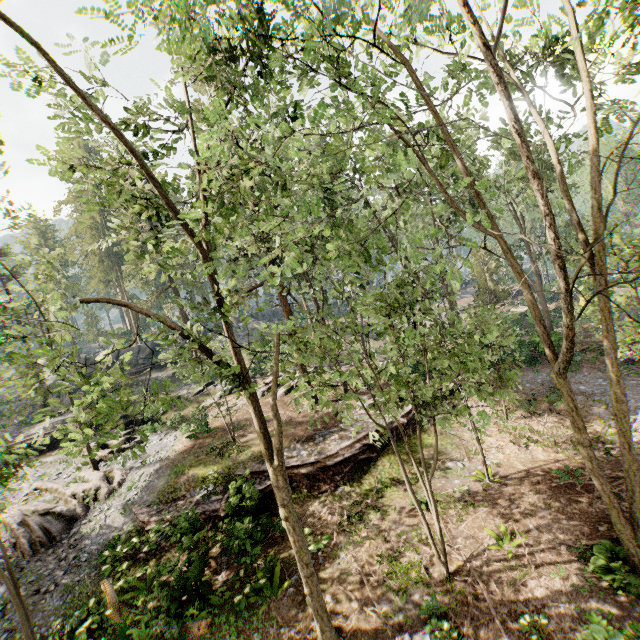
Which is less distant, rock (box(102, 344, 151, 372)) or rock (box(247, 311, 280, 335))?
rock (box(102, 344, 151, 372))

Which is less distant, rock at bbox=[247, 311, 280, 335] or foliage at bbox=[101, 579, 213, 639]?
foliage at bbox=[101, 579, 213, 639]

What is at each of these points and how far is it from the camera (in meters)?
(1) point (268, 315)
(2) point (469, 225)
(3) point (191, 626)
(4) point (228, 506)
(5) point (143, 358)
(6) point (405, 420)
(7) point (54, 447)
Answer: (1) rock, 59.31
(2) foliage, 47.53
(3) foliage, 10.27
(4) ground embankment, 13.48
(5) rock, 42.28
(6) ground embankment, 18.23
(7) ground embankment, 25.28

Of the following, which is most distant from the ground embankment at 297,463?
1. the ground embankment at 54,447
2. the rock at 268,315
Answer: the rock at 268,315

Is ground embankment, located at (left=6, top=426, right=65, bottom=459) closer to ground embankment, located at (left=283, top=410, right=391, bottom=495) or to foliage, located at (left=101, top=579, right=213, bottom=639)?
foliage, located at (left=101, top=579, right=213, bottom=639)

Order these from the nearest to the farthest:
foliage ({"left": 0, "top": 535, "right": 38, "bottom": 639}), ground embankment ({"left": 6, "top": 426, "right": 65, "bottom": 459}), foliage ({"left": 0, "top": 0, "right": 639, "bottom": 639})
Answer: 1. foliage ({"left": 0, "top": 0, "right": 639, "bottom": 639})
2. foliage ({"left": 0, "top": 535, "right": 38, "bottom": 639})
3. ground embankment ({"left": 6, "top": 426, "right": 65, "bottom": 459})

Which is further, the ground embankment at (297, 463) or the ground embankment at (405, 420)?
the ground embankment at (405, 420)

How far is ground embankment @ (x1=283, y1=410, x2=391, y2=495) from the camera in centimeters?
1578cm
